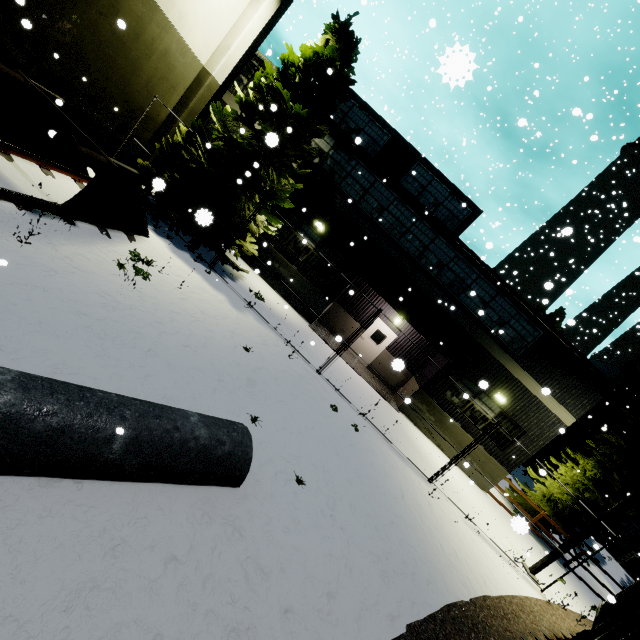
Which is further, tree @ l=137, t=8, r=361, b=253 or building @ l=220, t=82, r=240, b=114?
building @ l=220, t=82, r=240, b=114

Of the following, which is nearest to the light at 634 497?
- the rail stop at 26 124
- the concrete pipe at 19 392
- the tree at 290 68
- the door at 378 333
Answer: the tree at 290 68

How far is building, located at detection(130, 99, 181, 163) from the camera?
11.8 meters

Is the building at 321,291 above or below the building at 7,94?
above

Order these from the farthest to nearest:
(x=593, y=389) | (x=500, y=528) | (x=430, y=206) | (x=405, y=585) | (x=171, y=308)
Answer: (x=430, y=206) < (x=593, y=389) < (x=500, y=528) < (x=171, y=308) < (x=405, y=585)

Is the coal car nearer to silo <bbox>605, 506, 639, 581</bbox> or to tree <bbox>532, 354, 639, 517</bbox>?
tree <bbox>532, 354, 639, 517</bbox>

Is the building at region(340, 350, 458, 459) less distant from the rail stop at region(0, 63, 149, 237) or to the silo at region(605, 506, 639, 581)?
the rail stop at region(0, 63, 149, 237)

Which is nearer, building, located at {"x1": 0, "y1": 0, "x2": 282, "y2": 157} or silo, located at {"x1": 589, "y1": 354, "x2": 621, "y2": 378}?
building, located at {"x1": 0, "y1": 0, "x2": 282, "y2": 157}
